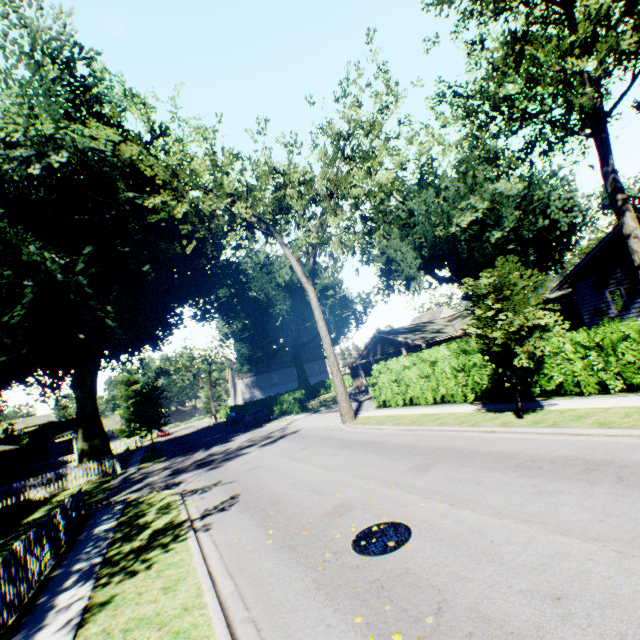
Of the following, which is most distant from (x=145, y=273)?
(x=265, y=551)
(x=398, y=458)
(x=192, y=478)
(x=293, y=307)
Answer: (x=293, y=307)

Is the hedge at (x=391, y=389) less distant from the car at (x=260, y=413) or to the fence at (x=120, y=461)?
the car at (x=260, y=413)

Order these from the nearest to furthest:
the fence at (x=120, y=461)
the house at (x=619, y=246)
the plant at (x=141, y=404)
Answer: the house at (x=619, y=246), the fence at (x=120, y=461), the plant at (x=141, y=404)

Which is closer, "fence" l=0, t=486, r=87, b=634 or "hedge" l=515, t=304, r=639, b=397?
"fence" l=0, t=486, r=87, b=634

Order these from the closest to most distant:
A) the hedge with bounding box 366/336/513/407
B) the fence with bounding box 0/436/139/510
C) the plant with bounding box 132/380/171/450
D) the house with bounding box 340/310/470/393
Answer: the hedge with bounding box 366/336/513/407
the fence with bounding box 0/436/139/510
the house with bounding box 340/310/470/393
the plant with bounding box 132/380/171/450

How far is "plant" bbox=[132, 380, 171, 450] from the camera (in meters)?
35.91

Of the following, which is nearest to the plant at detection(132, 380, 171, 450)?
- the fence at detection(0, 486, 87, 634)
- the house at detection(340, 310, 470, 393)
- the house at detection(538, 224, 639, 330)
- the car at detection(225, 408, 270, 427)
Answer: the house at detection(340, 310, 470, 393)

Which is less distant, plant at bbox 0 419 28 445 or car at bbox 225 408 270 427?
car at bbox 225 408 270 427
